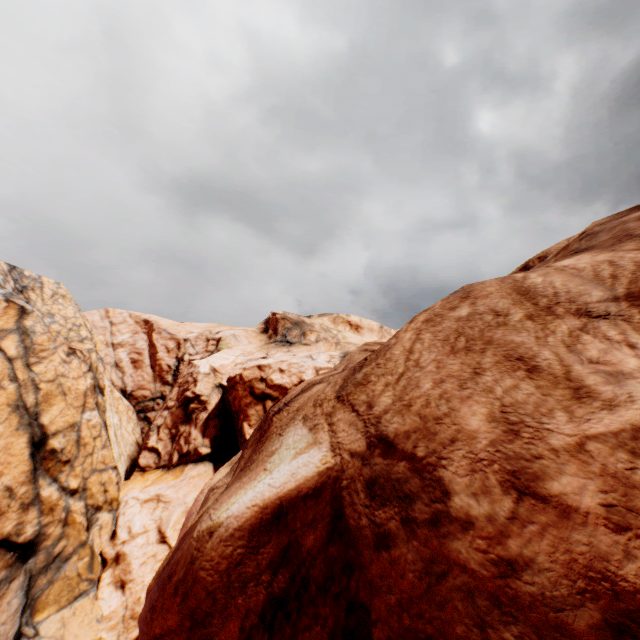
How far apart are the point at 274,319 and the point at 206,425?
17.2m
